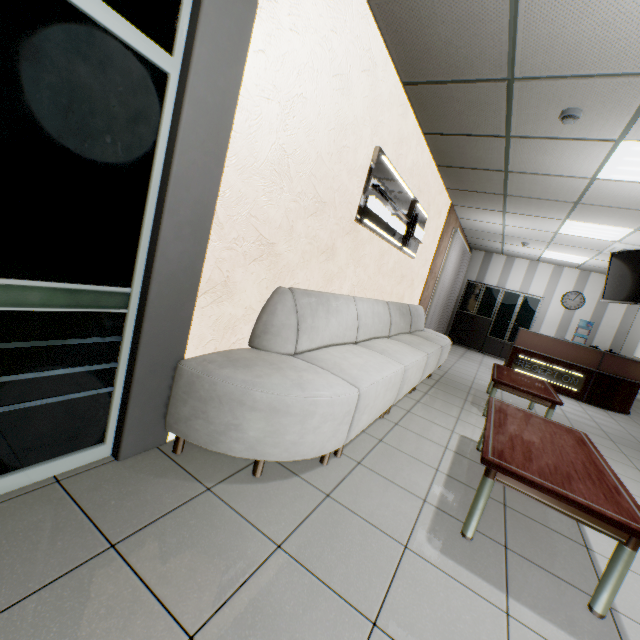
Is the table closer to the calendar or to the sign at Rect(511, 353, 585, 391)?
the sign at Rect(511, 353, 585, 391)

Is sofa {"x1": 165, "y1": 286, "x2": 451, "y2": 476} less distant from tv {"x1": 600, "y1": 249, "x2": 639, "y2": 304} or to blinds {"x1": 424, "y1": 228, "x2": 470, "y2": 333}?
blinds {"x1": 424, "y1": 228, "x2": 470, "y2": 333}

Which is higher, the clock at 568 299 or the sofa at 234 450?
the clock at 568 299

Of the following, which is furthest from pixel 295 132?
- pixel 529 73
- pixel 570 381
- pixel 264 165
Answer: pixel 570 381

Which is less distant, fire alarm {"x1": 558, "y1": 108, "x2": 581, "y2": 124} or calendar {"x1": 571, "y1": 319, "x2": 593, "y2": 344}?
fire alarm {"x1": 558, "y1": 108, "x2": 581, "y2": 124}

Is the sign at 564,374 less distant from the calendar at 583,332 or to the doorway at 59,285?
the calendar at 583,332

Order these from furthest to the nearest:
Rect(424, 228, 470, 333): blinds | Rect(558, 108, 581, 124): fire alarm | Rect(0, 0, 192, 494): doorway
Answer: Rect(424, 228, 470, 333): blinds, Rect(558, 108, 581, 124): fire alarm, Rect(0, 0, 192, 494): doorway

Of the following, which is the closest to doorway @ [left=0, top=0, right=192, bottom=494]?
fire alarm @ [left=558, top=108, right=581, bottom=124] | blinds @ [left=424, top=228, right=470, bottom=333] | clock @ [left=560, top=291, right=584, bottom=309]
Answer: fire alarm @ [left=558, top=108, right=581, bottom=124]
